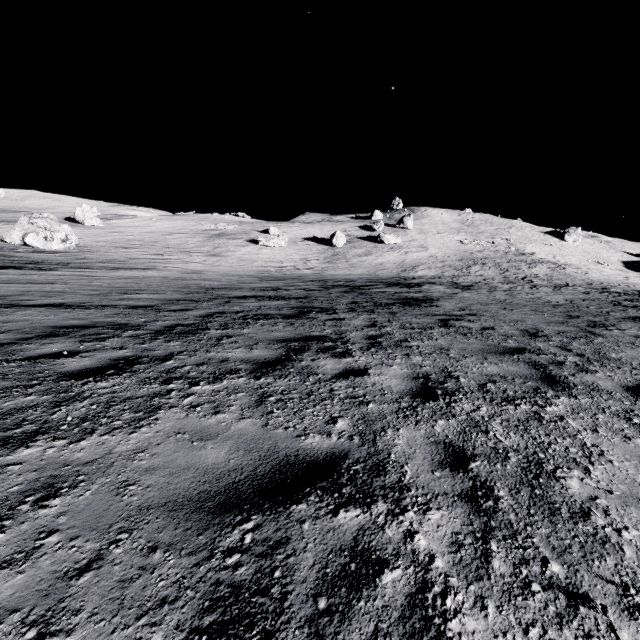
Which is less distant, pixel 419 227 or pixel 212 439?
pixel 212 439

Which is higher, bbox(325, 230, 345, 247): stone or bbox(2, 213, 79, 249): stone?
bbox(325, 230, 345, 247): stone

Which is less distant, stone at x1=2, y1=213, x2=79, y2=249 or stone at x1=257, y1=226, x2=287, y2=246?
stone at x1=2, y1=213, x2=79, y2=249

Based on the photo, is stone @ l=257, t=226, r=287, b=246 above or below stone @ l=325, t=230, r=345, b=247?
below

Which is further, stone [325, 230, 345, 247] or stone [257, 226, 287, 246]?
stone [325, 230, 345, 247]

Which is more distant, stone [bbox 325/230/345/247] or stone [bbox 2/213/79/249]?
stone [bbox 325/230/345/247]

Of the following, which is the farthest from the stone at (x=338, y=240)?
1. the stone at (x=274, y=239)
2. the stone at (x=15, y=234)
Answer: the stone at (x=15, y=234)

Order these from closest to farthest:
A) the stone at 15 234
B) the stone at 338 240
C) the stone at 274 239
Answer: the stone at 15 234, the stone at 274 239, the stone at 338 240
